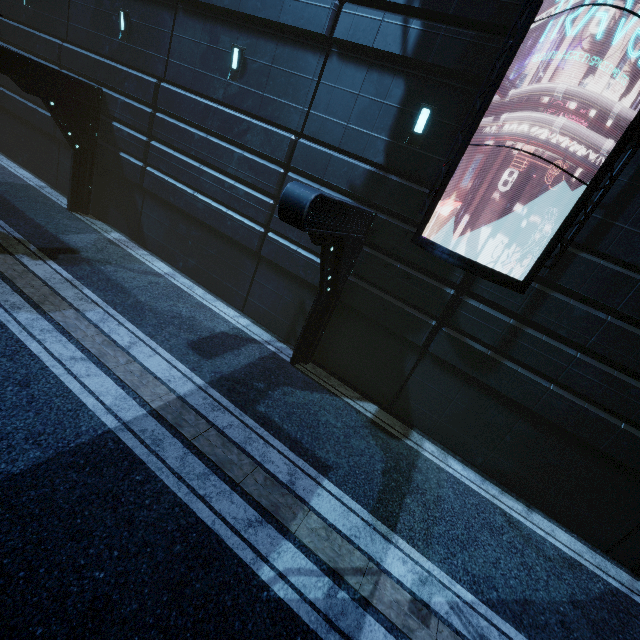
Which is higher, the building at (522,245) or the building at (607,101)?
the building at (607,101)

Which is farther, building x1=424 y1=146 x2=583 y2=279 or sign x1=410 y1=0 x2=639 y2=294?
building x1=424 y1=146 x2=583 y2=279

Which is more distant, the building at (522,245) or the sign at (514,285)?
the building at (522,245)

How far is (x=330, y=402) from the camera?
8.9 meters

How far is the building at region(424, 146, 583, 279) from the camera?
7.0m

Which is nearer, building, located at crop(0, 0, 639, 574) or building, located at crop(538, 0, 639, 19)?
building, located at crop(538, 0, 639, 19)

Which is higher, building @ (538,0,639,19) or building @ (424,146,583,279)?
building @ (538,0,639,19)
